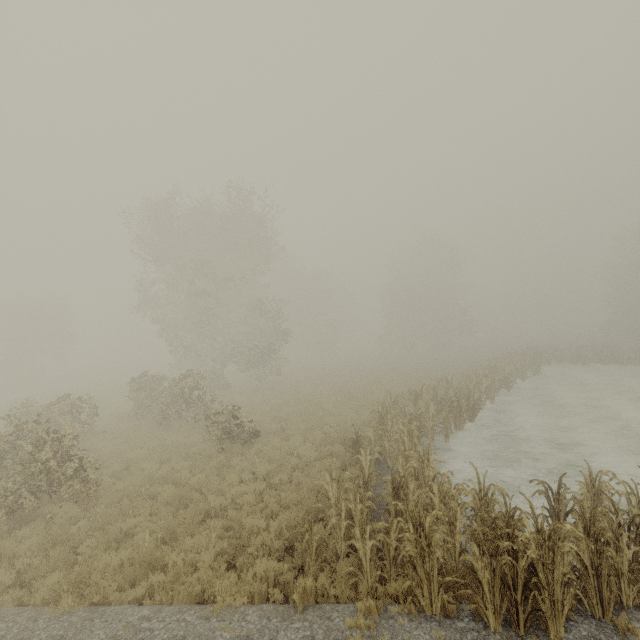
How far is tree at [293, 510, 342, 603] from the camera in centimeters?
578cm

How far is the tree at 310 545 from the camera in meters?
5.8

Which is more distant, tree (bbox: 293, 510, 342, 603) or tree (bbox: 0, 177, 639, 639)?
tree (bbox: 293, 510, 342, 603)

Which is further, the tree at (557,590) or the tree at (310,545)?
the tree at (310,545)

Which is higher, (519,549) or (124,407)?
(519,549)
